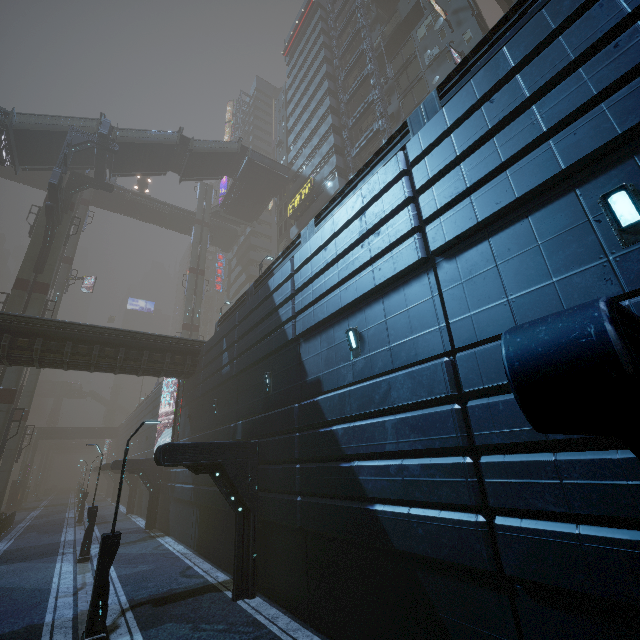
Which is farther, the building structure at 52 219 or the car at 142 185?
the car at 142 185

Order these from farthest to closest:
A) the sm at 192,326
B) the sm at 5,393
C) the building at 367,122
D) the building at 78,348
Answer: the sm at 192,326
the building at 367,122
the sm at 5,393
the building at 78,348

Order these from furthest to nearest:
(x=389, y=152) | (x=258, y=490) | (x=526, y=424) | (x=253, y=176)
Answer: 1. (x=253, y=176)
2. (x=258, y=490)
3. (x=389, y=152)
4. (x=526, y=424)

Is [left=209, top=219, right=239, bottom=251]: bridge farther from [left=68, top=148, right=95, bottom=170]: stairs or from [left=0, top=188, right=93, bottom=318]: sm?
[left=68, top=148, right=95, bottom=170]: stairs

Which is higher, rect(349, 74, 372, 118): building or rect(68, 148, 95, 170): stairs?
rect(349, 74, 372, 118): building

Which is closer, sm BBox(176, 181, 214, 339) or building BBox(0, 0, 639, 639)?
building BBox(0, 0, 639, 639)

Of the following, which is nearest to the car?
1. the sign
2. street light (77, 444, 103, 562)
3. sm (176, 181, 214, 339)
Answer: sm (176, 181, 214, 339)

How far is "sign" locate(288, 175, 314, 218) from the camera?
34.09m
